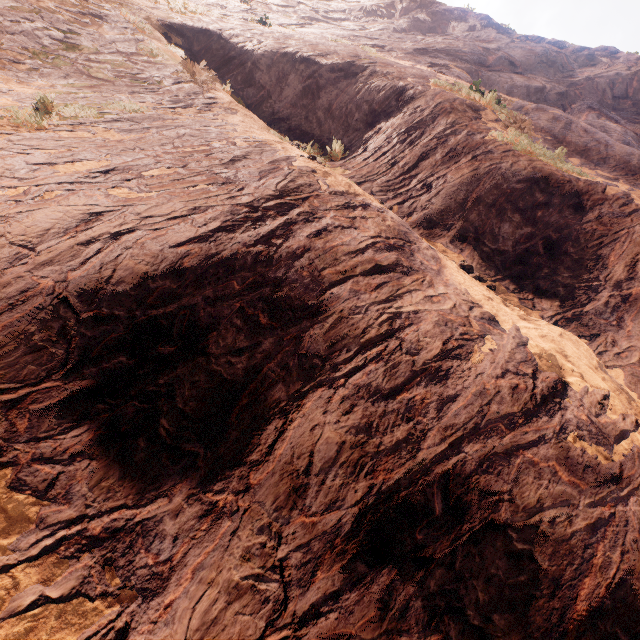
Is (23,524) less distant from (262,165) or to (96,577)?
(96,577)
